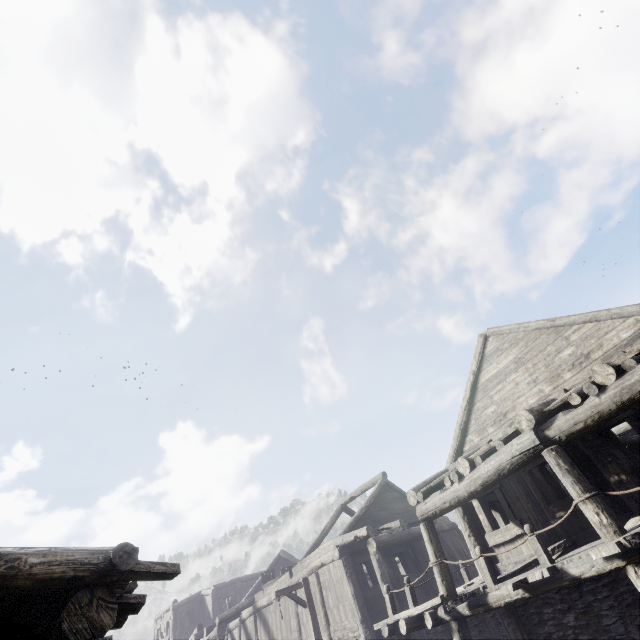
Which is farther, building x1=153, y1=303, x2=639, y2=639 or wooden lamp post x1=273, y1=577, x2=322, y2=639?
wooden lamp post x1=273, y1=577, x2=322, y2=639

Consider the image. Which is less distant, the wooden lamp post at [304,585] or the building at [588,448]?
the building at [588,448]

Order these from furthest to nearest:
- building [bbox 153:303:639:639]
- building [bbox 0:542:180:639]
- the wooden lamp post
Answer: the wooden lamp post
building [bbox 153:303:639:639]
building [bbox 0:542:180:639]

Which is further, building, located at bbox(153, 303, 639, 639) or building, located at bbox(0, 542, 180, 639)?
building, located at bbox(153, 303, 639, 639)

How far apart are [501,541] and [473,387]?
4.61m
